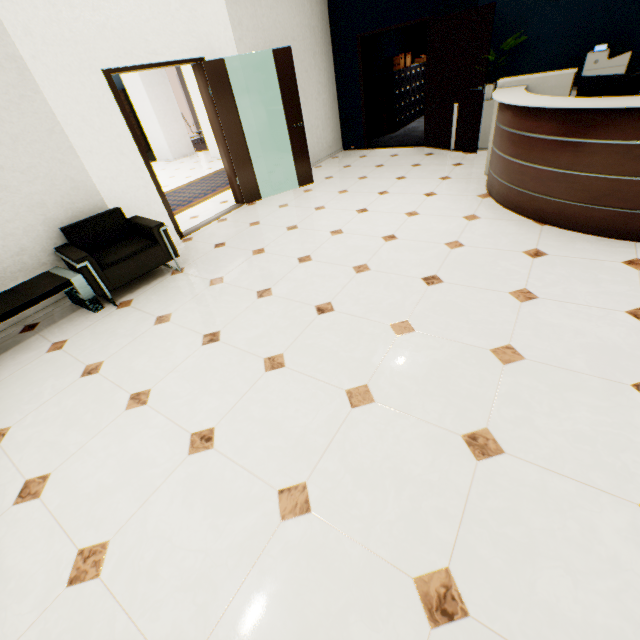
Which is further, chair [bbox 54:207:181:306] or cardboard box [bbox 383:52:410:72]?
cardboard box [bbox 383:52:410:72]

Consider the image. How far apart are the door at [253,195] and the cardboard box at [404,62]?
5.4m

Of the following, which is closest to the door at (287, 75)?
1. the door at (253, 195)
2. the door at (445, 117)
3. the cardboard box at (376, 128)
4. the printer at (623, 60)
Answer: the door at (253, 195)

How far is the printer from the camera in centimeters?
460cm

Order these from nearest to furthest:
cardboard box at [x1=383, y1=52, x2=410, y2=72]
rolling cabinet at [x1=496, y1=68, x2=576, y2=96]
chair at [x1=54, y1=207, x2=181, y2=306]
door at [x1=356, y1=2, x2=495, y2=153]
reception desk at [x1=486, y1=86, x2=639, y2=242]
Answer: reception desk at [x1=486, y1=86, x2=639, y2=242] → chair at [x1=54, y1=207, x2=181, y2=306] → rolling cabinet at [x1=496, y1=68, x2=576, y2=96] → door at [x1=356, y1=2, x2=495, y2=153] → cardboard box at [x1=383, y1=52, x2=410, y2=72]

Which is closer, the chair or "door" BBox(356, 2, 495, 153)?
the chair

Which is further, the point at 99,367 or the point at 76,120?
the point at 76,120

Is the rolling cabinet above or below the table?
above
